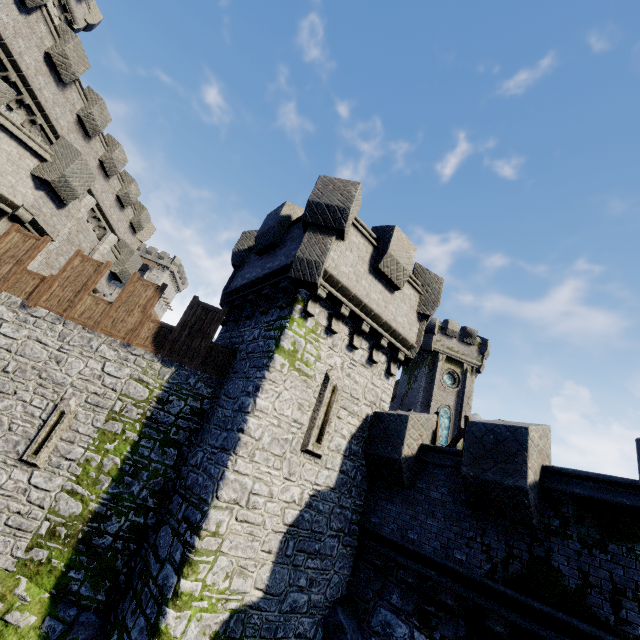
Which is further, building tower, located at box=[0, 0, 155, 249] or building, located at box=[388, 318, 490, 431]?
building, located at box=[388, 318, 490, 431]

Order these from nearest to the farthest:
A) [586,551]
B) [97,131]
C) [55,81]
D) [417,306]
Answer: [586,551], [417,306], [55,81], [97,131]

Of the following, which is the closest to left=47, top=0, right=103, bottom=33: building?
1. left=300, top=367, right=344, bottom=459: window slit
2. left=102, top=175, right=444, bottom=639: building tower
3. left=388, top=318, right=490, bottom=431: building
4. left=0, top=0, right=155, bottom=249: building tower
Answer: left=0, top=0, right=155, bottom=249: building tower

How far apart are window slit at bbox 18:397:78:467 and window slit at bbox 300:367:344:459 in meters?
6.1

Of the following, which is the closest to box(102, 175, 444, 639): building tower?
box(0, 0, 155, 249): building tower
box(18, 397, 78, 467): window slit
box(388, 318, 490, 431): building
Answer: box(18, 397, 78, 467): window slit

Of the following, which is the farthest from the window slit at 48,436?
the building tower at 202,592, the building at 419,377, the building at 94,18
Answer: the building at 419,377

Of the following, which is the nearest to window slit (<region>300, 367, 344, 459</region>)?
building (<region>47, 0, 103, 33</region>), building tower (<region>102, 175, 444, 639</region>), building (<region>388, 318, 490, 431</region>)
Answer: building tower (<region>102, 175, 444, 639</region>)

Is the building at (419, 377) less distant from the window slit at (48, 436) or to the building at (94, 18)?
the window slit at (48, 436)
